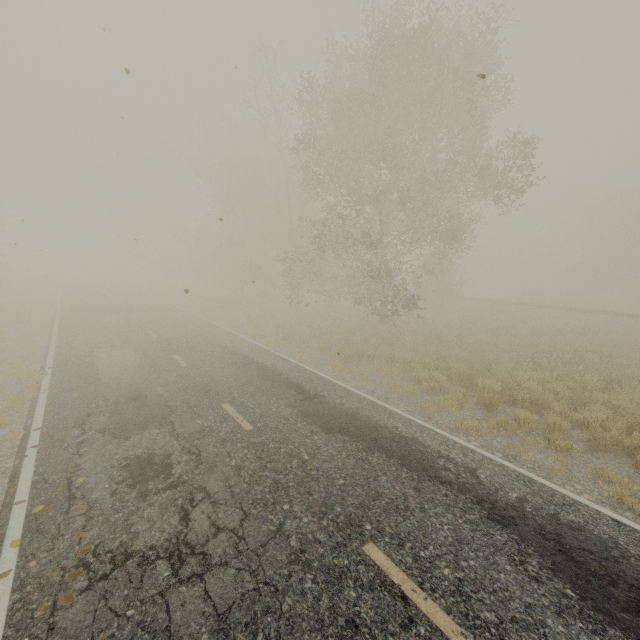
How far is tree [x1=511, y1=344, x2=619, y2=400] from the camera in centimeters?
1017cm

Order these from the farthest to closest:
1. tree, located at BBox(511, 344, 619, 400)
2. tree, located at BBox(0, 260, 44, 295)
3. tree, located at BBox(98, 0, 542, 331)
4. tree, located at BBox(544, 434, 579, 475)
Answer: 1. tree, located at BBox(0, 260, 44, 295)
2. tree, located at BBox(98, 0, 542, 331)
3. tree, located at BBox(511, 344, 619, 400)
4. tree, located at BBox(544, 434, 579, 475)

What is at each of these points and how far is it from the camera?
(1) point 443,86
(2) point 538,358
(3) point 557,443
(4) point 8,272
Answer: (1) tree, 13.6m
(2) tree, 12.4m
(3) tree, 7.0m
(4) tree, 48.5m

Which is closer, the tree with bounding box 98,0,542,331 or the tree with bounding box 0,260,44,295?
the tree with bounding box 98,0,542,331

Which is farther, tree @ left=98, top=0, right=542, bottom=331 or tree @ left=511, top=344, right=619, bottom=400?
tree @ left=98, top=0, right=542, bottom=331

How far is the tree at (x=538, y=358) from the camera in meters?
10.2 m

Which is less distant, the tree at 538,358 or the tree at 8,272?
the tree at 538,358
